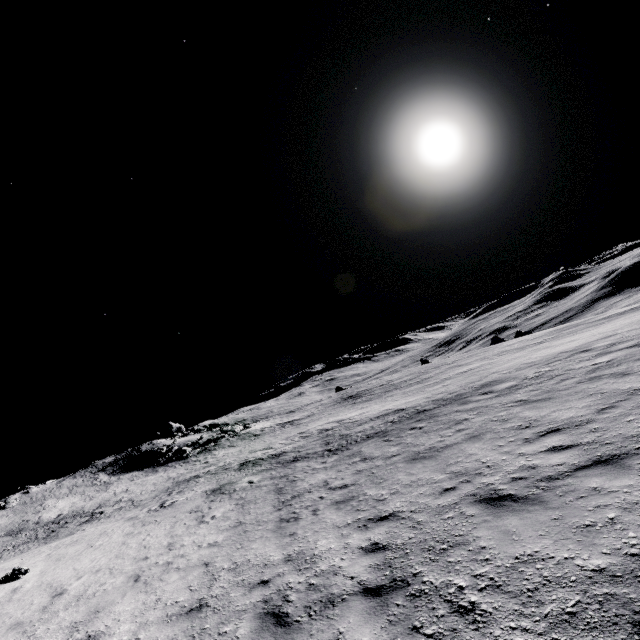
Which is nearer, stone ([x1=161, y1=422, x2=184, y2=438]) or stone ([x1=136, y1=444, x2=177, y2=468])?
stone ([x1=136, y1=444, x2=177, y2=468])

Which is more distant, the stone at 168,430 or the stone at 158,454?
the stone at 168,430

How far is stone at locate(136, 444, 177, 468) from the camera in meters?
38.9

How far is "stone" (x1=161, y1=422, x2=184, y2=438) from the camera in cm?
5181

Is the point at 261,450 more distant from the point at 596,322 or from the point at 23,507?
the point at 23,507

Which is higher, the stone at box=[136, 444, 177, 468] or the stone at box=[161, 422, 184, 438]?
the stone at box=[161, 422, 184, 438]

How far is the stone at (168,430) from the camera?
51.81m
